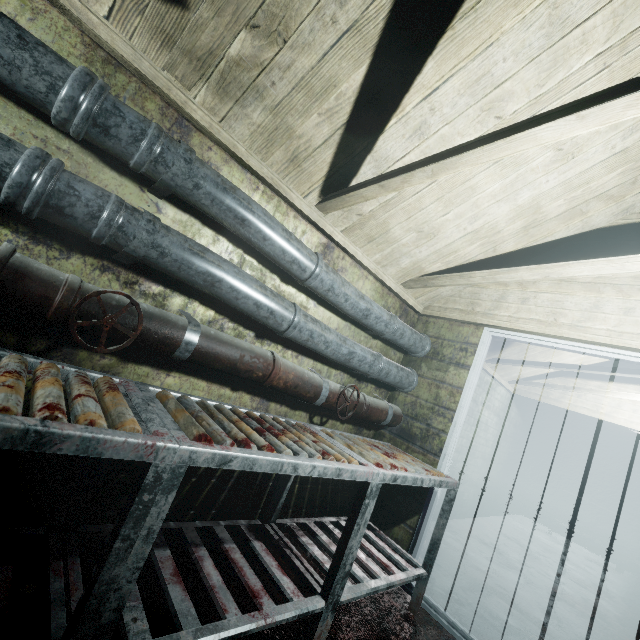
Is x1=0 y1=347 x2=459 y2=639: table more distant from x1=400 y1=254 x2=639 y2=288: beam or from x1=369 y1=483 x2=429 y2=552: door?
x1=400 y1=254 x2=639 y2=288: beam

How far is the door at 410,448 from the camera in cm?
250

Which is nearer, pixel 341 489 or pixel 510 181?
pixel 510 181

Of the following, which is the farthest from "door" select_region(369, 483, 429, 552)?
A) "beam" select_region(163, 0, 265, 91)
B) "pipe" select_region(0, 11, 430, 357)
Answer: "beam" select_region(163, 0, 265, 91)

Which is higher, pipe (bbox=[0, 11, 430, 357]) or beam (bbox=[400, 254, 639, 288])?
beam (bbox=[400, 254, 639, 288])

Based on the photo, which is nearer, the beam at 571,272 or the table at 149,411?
the table at 149,411

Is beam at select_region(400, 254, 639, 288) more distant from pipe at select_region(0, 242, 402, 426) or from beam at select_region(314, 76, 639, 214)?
pipe at select_region(0, 242, 402, 426)

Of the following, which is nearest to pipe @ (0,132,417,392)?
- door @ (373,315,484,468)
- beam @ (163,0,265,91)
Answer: door @ (373,315,484,468)
